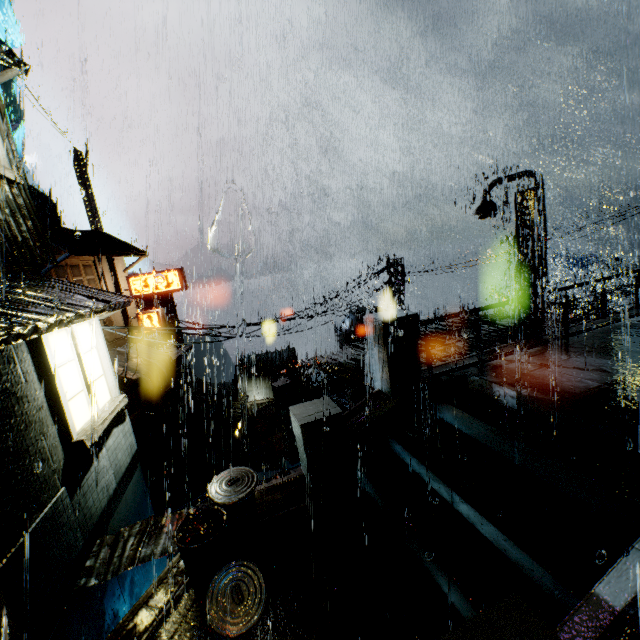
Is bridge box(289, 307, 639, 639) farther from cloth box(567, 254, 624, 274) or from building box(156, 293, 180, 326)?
cloth box(567, 254, 624, 274)

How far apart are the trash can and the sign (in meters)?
19.85

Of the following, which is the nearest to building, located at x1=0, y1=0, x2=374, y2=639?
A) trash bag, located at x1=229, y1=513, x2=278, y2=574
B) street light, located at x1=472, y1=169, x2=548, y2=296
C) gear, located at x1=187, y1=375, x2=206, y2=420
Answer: street light, located at x1=472, y1=169, x2=548, y2=296

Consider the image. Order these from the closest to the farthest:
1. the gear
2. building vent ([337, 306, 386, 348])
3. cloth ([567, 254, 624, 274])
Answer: building vent ([337, 306, 386, 348]) → cloth ([567, 254, 624, 274]) → the gear

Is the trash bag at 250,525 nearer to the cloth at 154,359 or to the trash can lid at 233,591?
the trash can lid at 233,591

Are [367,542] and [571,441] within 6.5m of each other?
yes

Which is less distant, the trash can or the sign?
the trash can

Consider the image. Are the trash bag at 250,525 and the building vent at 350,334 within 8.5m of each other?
no
